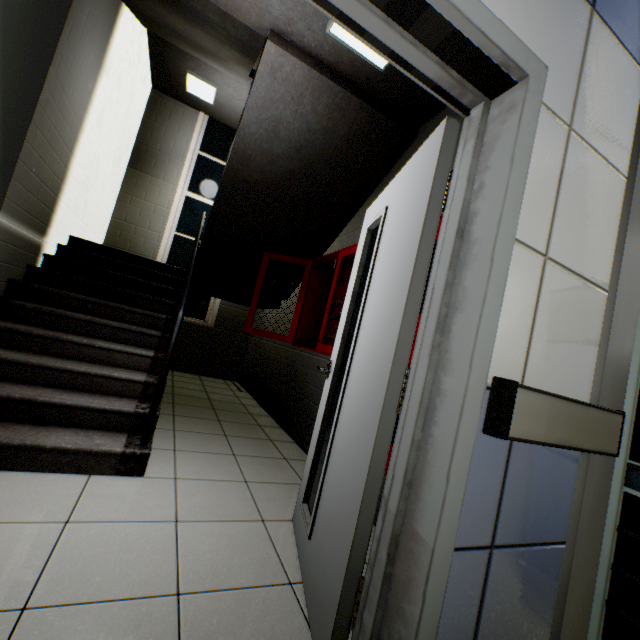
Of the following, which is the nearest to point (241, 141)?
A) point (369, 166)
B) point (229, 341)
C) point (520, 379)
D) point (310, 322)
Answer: point (369, 166)

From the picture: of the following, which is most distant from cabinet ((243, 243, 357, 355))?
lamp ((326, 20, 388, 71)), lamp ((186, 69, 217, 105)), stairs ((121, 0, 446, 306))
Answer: lamp ((186, 69, 217, 105))

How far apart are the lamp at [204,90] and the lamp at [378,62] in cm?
424

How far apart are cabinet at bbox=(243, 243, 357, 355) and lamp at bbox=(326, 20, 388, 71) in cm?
126

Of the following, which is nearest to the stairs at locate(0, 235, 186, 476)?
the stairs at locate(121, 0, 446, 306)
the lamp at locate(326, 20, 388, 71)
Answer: the stairs at locate(121, 0, 446, 306)

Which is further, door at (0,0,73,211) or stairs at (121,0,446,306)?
stairs at (121,0,446,306)

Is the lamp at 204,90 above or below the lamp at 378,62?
above

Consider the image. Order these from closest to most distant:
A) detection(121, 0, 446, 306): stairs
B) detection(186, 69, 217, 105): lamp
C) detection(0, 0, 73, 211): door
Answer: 1. detection(0, 0, 73, 211): door
2. detection(121, 0, 446, 306): stairs
3. detection(186, 69, 217, 105): lamp
